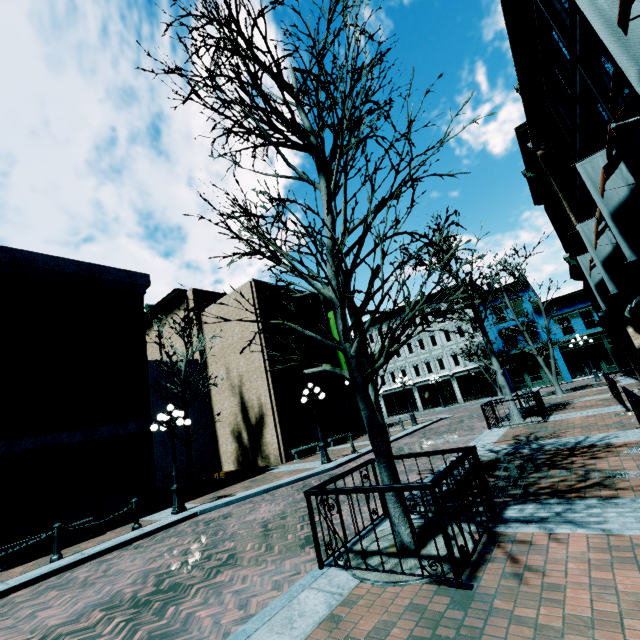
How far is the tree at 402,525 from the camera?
4.4 meters

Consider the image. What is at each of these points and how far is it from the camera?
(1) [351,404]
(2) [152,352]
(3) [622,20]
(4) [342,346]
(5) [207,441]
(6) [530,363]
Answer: (1) building, 25.9 meters
(2) building, 28.0 meters
(3) awning, 3.7 meters
(4) tree, 4.9 meters
(5) shape, 22.0 meters
(6) building, 32.8 meters

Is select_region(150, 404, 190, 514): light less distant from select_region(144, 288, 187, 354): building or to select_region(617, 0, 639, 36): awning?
select_region(144, 288, 187, 354): building

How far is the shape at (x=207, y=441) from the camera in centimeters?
2114cm

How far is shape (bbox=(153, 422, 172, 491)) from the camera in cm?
1905

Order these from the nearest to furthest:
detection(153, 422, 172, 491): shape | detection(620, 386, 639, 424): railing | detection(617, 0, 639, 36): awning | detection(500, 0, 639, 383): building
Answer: detection(617, 0, 639, 36): awning
detection(620, 386, 639, 424): railing
detection(500, 0, 639, 383): building
detection(153, 422, 172, 491): shape

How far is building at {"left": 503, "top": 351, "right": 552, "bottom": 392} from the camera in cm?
3216
